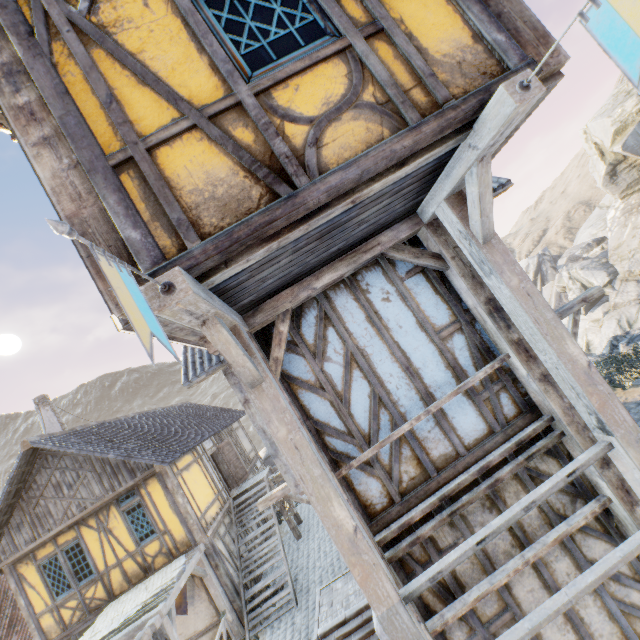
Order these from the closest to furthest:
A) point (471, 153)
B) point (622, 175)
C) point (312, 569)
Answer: point (471, 153) → point (312, 569) → point (622, 175)

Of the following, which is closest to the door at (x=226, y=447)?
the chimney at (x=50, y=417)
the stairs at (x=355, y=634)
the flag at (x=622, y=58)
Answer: the chimney at (x=50, y=417)

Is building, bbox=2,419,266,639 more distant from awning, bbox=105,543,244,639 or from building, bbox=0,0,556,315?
building, bbox=0,0,556,315

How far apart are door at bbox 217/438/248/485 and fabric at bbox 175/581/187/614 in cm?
533

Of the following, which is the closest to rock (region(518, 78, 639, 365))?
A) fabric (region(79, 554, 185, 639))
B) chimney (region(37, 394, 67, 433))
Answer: fabric (region(79, 554, 185, 639))

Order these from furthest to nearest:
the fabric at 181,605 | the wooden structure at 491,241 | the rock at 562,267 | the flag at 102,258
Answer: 1. the rock at 562,267
2. the fabric at 181,605
3. the wooden structure at 491,241
4. the flag at 102,258

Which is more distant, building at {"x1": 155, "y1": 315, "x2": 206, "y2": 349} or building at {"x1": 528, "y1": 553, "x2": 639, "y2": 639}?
building at {"x1": 528, "y1": 553, "x2": 639, "y2": 639}

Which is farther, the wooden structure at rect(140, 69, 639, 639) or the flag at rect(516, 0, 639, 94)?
the wooden structure at rect(140, 69, 639, 639)
